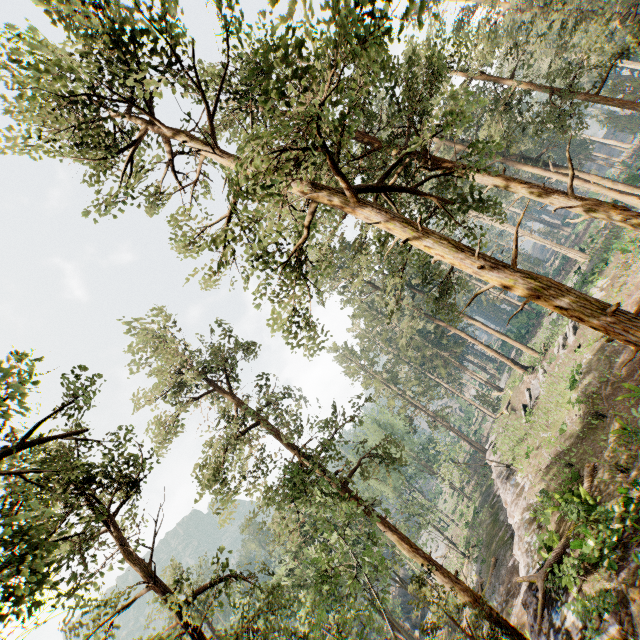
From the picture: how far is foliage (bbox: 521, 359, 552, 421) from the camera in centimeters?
2954cm

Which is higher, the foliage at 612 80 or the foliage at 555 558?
the foliage at 612 80

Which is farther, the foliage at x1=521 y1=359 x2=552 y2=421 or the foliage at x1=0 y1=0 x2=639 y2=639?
the foliage at x1=521 y1=359 x2=552 y2=421

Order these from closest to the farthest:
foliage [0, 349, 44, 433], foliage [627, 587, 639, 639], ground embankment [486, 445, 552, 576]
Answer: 1. foliage [0, 349, 44, 433]
2. foliage [627, 587, 639, 639]
3. ground embankment [486, 445, 552, 576]

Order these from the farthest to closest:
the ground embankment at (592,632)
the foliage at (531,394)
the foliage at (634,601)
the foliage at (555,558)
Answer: the foliage at (531,394)
the foliage at (555,558)
the ground embankment at (592,632)
the foliage at (634,601)

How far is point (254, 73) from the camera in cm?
402
